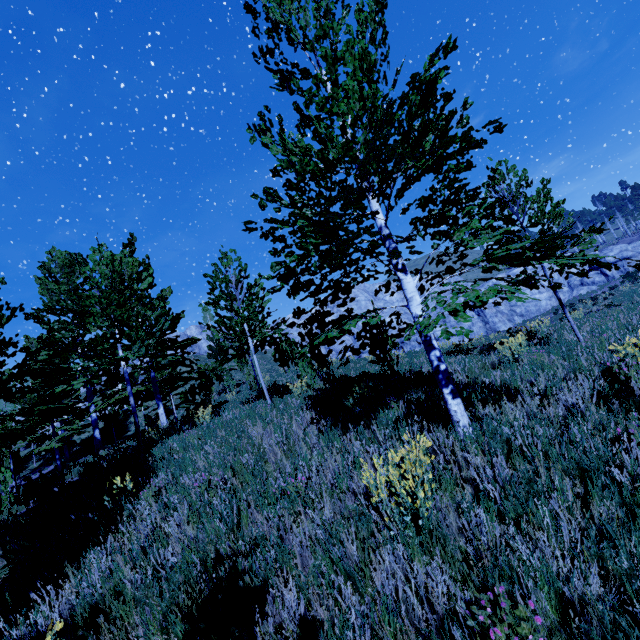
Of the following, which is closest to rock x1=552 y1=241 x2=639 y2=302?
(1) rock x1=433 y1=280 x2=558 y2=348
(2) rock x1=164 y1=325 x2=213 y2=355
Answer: (1) rock x1=433 y1=280 x2=558 y2=348

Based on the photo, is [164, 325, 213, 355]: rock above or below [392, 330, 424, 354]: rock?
above

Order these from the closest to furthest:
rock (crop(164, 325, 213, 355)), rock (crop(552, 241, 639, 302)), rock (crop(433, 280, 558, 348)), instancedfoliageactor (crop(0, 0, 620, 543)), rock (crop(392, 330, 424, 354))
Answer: instancedfoliageactor (crop(0, 0, 620, 543))
rock (crop(392, 330, 424, 354))
rock (crop(433, 280, 558, 348))
rock (crop(552, 241, 639, 302))
rock (crop(164, 325, 213, 355))

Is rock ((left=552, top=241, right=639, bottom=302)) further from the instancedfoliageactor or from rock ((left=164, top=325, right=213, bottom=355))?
rock ((left=164, top=325, right=213, bottom=355))

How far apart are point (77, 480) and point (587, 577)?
9.53m

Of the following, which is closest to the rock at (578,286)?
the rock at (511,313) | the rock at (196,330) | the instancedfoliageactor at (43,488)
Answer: the rock at (511,313)
